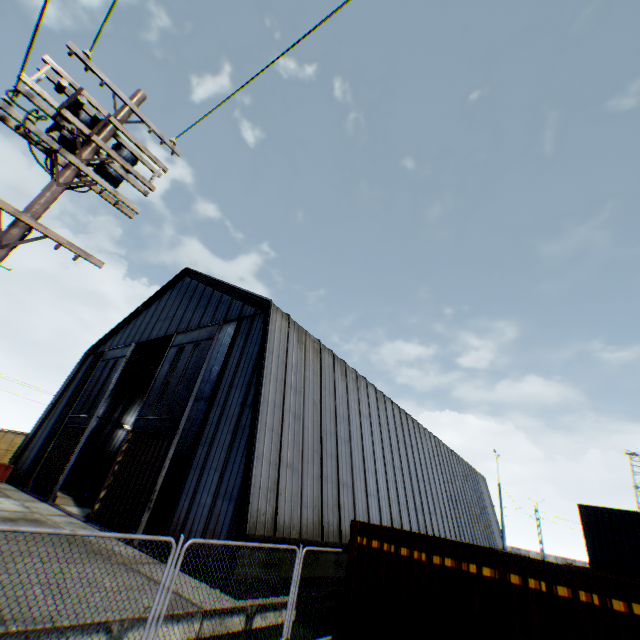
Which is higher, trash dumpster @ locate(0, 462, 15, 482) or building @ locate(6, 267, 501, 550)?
building @ locate(6, 267, 501, 550)

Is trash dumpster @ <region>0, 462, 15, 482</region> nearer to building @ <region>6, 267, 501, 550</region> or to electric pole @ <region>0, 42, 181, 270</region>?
building @ <region>6, 267, 501, 550</region>

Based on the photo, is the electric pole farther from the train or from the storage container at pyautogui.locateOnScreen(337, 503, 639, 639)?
the train

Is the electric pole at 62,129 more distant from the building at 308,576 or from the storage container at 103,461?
the storage container at 103,461

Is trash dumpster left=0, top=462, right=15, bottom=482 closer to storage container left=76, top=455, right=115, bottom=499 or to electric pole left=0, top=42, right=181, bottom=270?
storage container left=76, top=455, right=115, bottom=499

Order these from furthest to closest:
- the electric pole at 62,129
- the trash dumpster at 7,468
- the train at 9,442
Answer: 1. the train at 9,442
2. the trash dumpster at 7,468
3. the electric pole at 62,129

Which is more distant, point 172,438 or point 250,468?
point 172,438

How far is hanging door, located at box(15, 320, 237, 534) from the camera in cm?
1399
